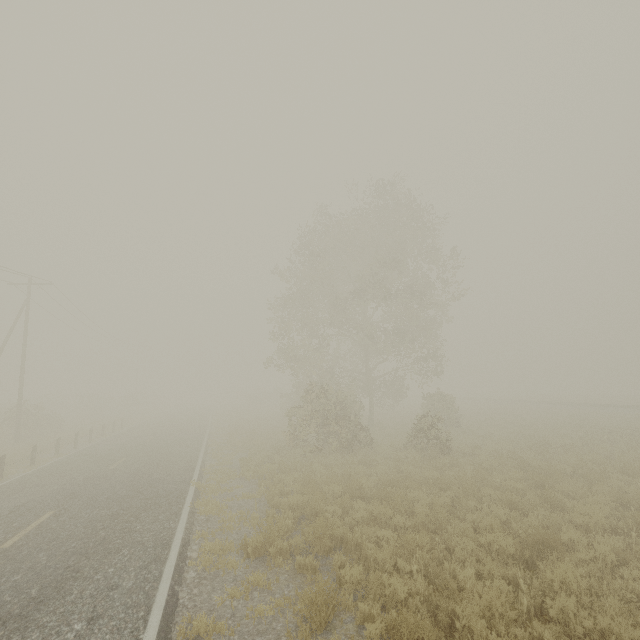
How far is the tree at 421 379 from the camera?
17.5 meters

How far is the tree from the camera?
17.55m

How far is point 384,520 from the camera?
8.1 meters
